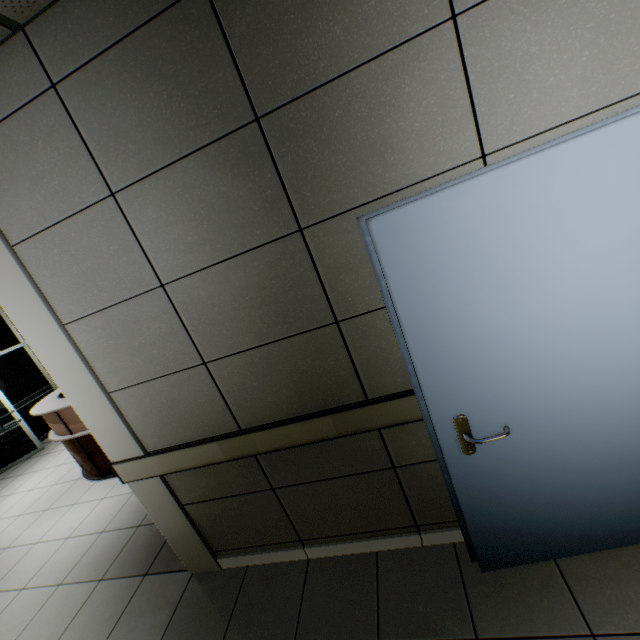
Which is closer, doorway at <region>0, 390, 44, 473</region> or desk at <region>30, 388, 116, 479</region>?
desk at <region>30, 388, 116, 479</region>

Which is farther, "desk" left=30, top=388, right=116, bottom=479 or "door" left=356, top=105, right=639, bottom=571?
"desk" left=30, top=388, right=116, bottom=479

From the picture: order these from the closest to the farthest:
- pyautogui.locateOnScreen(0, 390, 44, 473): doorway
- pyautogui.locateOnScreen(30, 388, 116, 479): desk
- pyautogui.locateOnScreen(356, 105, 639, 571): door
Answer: pyautogui.locateOnScreen(356, 105, 639, 571): door
pyautogui.locateOnScreen(30, 388, 116, 479): desk
pyautogui.locateOnScreen(0, 390, 44, 473): doorway

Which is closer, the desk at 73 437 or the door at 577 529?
the door at 577 529

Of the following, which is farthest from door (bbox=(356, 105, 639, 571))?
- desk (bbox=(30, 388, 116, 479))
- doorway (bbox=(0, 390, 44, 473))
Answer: doorway (bbox=(0, 390, 44, 473))

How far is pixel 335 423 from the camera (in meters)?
1.80

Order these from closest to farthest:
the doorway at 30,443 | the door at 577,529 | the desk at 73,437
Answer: the door at 577,529 < the desk at 73,437 < the doorway at 30,443

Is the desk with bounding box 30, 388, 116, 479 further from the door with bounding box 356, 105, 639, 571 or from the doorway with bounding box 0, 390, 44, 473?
the door with bounding box 356, 105, 639, 571
